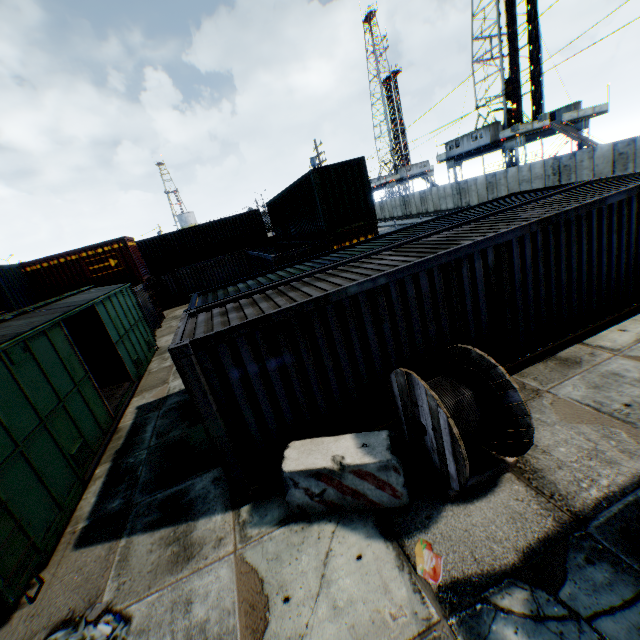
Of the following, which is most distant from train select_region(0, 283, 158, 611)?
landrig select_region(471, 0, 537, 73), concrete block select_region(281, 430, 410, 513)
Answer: landrig select_region(471, 0, 537, 73)

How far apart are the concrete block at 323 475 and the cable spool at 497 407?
0.21m

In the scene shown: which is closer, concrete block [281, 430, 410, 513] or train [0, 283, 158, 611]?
concrete block [281, 430, 410, 513]

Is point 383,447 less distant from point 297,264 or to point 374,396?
point 374,396

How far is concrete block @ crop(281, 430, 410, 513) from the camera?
4.50m

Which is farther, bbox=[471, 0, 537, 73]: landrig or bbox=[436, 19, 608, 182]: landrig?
bbox=[436, 19, 608, 182]: landrig

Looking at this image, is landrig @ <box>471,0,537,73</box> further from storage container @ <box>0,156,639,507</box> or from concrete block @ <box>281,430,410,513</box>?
concrete block @ <box>281,430,410,513</box>

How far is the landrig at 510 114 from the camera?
33.5m
